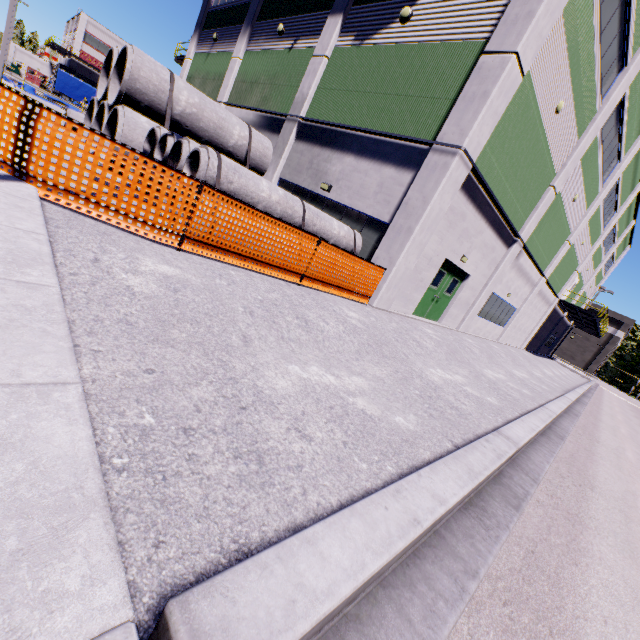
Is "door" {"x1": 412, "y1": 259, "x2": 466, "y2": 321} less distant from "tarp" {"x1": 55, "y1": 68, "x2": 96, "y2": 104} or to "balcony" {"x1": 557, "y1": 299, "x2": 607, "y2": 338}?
"balcony" {"x1": 557, "y1": 299, "x2": 607, "y2": 338}

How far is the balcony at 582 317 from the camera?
25.9 meters

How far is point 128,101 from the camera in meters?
10.0 m

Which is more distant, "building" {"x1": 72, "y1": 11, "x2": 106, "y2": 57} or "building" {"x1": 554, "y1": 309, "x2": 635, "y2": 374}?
"building" {"x1": 72, "y1": 11, "x2": 106, "y2": 57}

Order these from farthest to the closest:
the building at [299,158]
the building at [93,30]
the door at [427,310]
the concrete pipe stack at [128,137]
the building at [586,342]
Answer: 1. the building at [93,30]
2. the building at [586,342]
3. the door at [427,310]
4. the building at [299,158]
5. the concrete pipe stack at [128,137]

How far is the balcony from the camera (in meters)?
25.88

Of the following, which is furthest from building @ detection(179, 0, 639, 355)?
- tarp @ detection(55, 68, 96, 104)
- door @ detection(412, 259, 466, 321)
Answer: tarp @ detection(55, 68, 96, 104)

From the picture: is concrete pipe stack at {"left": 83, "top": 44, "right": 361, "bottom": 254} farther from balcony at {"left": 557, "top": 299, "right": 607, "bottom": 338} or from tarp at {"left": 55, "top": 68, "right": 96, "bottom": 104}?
balcony at {"left": 557, "top": 299, "right": 607, "bottom": 338}
